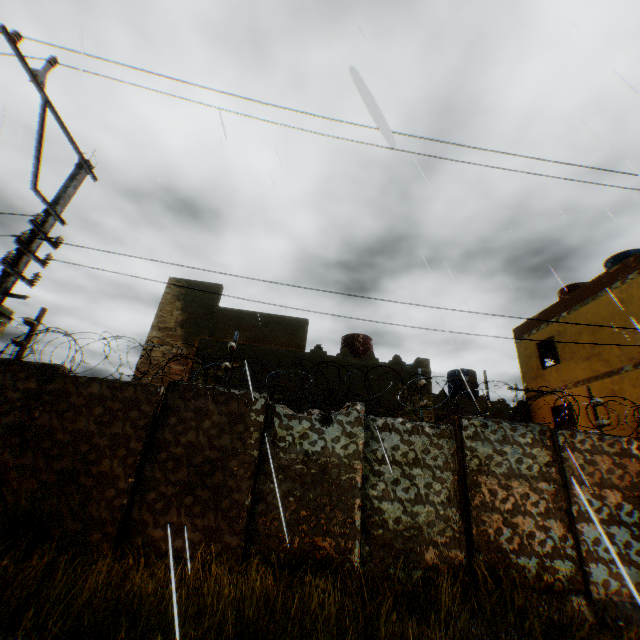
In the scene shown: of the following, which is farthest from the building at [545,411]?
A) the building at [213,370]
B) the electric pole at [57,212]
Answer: the electric pole at [57,212]

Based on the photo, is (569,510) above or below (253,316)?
below

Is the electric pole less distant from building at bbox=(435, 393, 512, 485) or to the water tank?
building at bbox=(435, 393, 512, 485)

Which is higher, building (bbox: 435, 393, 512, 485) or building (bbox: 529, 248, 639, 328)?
building (bbox: 529, 248, 639, 328)

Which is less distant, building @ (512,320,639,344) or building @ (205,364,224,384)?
building @ (205,364,224,384)

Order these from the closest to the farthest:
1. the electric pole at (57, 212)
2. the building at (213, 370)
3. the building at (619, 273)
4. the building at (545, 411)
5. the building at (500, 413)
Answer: the electric pole at (57, 212), the building at (213, 370), the building at (619, 273), the building at (545, 411), the building at (500, 413)

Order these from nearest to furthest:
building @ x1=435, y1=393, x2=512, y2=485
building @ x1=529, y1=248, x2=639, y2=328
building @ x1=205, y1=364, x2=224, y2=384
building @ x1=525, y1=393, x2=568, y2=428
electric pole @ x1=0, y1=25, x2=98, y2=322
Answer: electric pole @ x1=0, y1=25, x2=98, y2=322 < building @ x1=205, y1=364, x2=224, y2=384 < building @ x1=529, y1=248, x2=639, y2=328 < building @ x1=525, y1=393, x2=568, y2=428 < building @ x1=435, y1=393, x2=512, y2=485

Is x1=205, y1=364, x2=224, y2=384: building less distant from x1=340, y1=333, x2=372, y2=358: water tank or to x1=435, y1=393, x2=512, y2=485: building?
x1=435, y1=393, x2=512, y2=485: building
